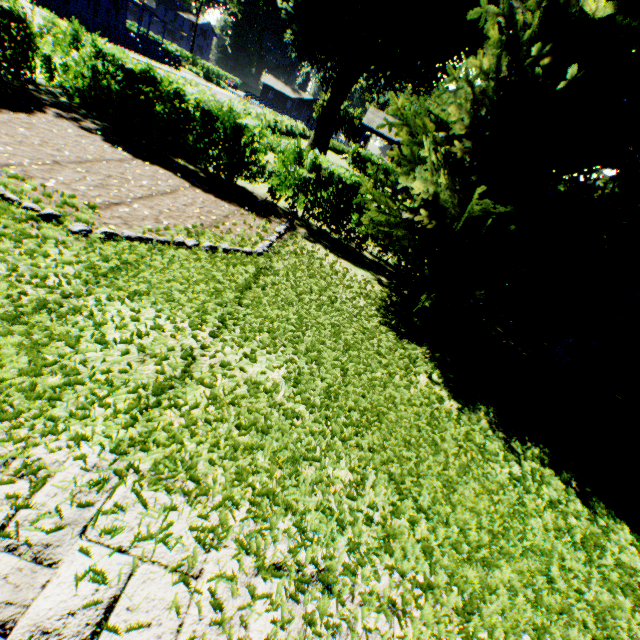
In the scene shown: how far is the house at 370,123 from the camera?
36.47m

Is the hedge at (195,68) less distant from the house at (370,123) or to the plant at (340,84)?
the plant at (340,84)

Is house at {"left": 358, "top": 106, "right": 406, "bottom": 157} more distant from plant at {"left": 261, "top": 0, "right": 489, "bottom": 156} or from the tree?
the tree

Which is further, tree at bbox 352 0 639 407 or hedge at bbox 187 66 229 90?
hedge at bbox 187 66 229 90

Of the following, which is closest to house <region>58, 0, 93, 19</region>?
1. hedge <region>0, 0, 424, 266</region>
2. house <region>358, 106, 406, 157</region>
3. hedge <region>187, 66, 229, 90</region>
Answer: hedge <region>187, 66, 229, 90</region>

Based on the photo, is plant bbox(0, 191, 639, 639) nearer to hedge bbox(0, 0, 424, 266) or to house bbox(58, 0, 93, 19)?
house bbox(58, 0, 93, 19)

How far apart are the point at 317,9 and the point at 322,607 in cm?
2518

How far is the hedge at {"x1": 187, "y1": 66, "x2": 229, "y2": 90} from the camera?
53.66m
